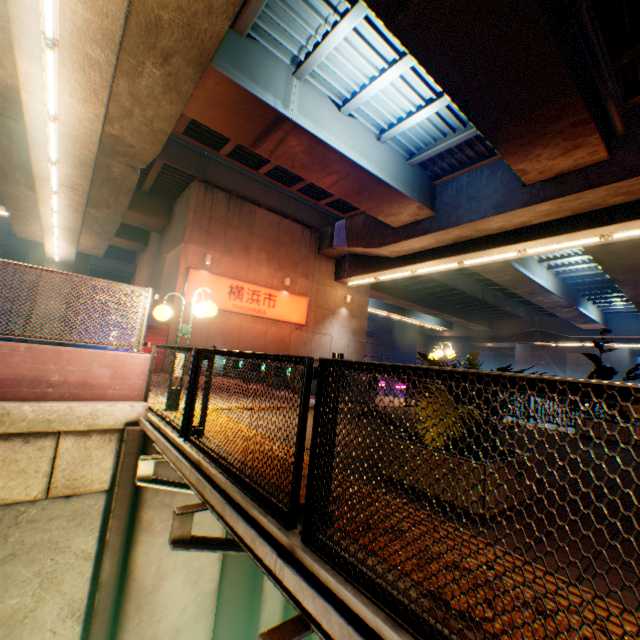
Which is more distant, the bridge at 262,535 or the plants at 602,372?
the plants at 602,372

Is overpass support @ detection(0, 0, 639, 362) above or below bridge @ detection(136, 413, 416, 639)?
above

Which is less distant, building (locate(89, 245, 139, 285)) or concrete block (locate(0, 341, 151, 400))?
concrete block (locate(0, 341, 151, 400))

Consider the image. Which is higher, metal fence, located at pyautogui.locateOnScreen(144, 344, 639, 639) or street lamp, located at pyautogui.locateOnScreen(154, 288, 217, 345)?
street lamp, located at pyautogui.locateOnScreen(154, 288, 217, 345)

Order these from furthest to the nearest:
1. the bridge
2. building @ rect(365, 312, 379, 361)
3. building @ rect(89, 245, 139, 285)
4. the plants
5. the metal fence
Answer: building @ rect(365, 312, 379, 361) < building @ rect(89, 245, 139, 285) < the plants < the bridge < the metal fence

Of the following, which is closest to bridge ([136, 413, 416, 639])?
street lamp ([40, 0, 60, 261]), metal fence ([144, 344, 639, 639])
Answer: metal fence ([144, 344, 639, 639])

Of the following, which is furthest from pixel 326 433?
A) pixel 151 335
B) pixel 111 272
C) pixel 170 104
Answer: pixel 111 272

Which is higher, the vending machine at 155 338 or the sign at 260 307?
the sign at 260 307
